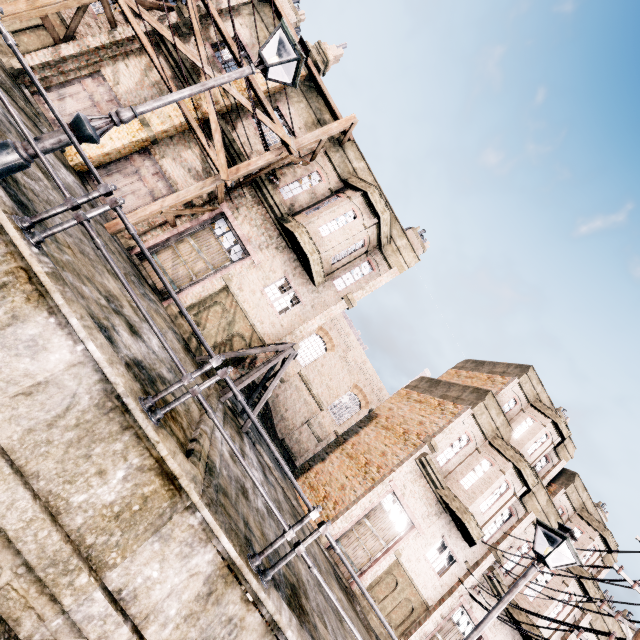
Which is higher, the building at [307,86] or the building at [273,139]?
the building at [307,86]

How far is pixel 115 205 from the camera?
4.6m

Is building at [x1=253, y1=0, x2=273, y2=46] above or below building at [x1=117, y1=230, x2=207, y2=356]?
above

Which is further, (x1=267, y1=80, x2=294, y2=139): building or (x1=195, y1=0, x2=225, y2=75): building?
(x1=267, y1=80, x2=294, y2=139): building

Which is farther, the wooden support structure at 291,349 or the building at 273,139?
the building at 273,139

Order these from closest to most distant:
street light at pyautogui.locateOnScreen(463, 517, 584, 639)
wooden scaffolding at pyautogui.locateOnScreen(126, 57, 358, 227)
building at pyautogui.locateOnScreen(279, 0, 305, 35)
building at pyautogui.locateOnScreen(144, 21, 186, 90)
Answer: street light at pyautogui.locateOnScreen(463, 517, 584, 639)
wooden scaffolding at pyautogui.locateOnScreen(126, 57, 358, 227)
building at pyautogui.locateOnScreen(144, 21, 186, 90)
building at pyautogui.locateOnScreen(279, 0, 305, 35)

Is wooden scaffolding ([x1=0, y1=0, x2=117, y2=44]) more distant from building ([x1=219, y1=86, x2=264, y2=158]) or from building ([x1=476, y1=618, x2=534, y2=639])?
building ([x1=476, y1=618, x2=534, y2=639])

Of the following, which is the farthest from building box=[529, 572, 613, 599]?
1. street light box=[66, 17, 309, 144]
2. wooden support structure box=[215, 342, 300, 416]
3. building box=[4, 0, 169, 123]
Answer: street light box=[66, 17, 309, 144]
